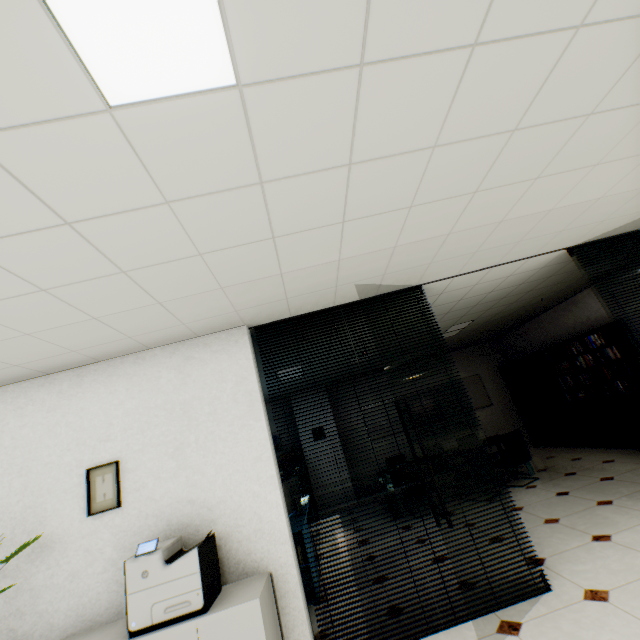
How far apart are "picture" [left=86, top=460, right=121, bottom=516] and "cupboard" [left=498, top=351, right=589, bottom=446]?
8.4m

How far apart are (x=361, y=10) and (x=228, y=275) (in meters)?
1.75

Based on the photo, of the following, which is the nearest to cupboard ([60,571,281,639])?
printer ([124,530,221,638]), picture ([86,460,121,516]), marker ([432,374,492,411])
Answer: printer ([124,530,221,638])

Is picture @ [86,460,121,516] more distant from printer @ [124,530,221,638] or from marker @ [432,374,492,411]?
marker @ [432,374,492,411]

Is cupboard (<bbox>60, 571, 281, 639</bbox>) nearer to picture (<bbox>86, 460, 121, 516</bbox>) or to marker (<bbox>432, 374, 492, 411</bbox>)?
picture (<bbox>86, 460, 121, 516</bbox>)

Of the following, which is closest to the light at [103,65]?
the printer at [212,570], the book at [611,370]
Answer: the printer at [212,570]

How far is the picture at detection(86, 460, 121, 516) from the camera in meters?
2.8 m

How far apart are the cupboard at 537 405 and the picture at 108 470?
8.4 meters
